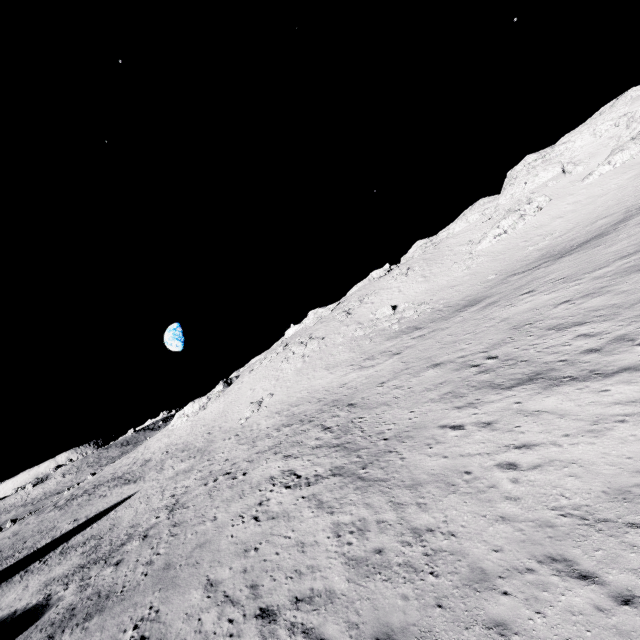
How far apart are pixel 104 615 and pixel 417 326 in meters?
31.8

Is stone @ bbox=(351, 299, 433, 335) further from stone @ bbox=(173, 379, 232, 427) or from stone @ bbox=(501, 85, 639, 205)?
stone @ bbox=(501, 85, 639, 205)

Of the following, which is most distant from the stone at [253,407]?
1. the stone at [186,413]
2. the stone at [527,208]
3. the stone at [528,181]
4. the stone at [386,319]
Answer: the stone at [528,181]

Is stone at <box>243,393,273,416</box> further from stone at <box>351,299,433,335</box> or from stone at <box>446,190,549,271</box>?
Result: stone at <box>446,190,549,271</box>

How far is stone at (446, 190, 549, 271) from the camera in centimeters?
4606cm

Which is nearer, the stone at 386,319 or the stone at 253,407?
the stone at 253,407

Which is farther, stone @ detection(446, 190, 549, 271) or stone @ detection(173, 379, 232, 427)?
stone @ detection(173, 379, 232, 427)

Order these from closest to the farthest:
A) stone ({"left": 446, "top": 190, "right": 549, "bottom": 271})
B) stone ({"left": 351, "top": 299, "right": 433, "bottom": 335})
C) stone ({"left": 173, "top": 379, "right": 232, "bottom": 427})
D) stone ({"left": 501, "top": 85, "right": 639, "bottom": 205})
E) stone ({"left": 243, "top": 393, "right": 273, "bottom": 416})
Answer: stone ({"left": 243, "top": 393, "right": 273, "bottom": 416})
stone ({"left": 351, "top": 299, "right": 433, "bottom": 335})
stone ({"left": 501, "top": 85, "right": 639, "bottom": 205})
stone ({"left": 446, "top": 190, "right": 549, "bottom": 271})
stone ({"left": 173, "top": 379, "right": 232, "bottom": 427})
